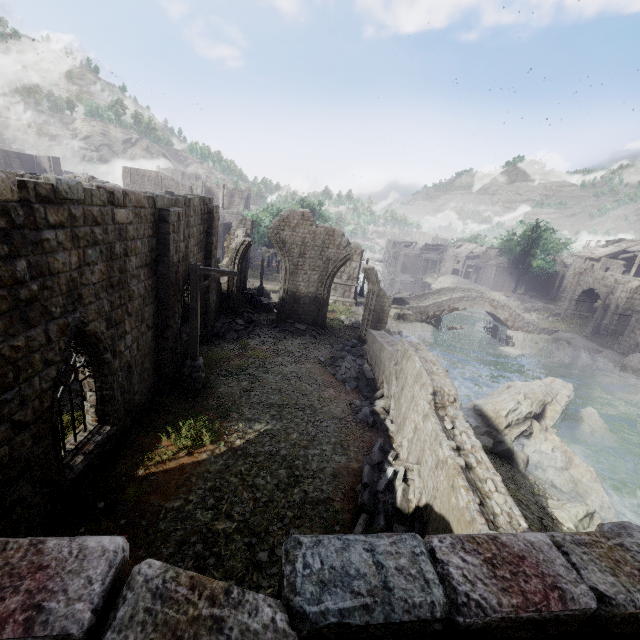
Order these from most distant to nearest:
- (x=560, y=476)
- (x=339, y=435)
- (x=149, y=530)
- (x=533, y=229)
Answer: (x=533, y=229) → (x=560, y=476) → (x=339, y=435) → (x=149, y=530)

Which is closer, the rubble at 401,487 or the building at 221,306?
the rubble at 401,487

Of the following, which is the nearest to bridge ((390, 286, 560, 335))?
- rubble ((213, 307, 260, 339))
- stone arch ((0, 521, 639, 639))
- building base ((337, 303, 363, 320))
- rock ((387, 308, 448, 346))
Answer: rock ((387, 308, 448, 346))

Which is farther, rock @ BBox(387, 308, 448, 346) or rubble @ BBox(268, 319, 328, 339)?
rock @ BBox(387, 308, 448, 346)

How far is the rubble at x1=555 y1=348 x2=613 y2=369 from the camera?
29.12m

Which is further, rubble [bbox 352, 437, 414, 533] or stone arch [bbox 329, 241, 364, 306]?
stone arch [bbox 329, 241, 364, 306]

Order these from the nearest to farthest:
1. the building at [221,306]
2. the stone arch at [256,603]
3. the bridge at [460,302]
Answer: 1. the stone arch at [256,603]
2. the building at [221,306]
3. the bridge at [460,302]

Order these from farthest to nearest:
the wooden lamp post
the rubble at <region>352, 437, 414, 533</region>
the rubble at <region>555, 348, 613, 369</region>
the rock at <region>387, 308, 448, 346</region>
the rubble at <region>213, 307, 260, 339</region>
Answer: the rock at <region>387, 308, 448, 346</region>
the rubble at <region>555, 348, 613, 369</region>
the rubble at <region>213, 307, 260, 339</region>
the wooden lamp post
the rubble at <region>352, 437, 414, 533</region>
